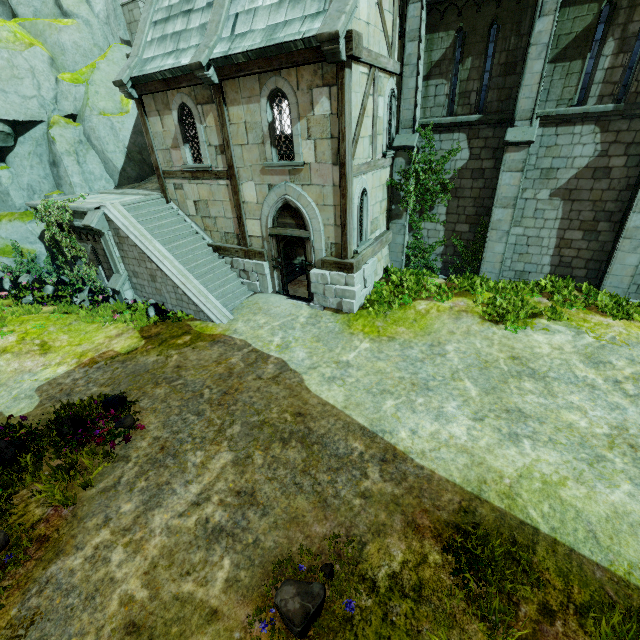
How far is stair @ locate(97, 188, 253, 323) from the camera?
11.5m

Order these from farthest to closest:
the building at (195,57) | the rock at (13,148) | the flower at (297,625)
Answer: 1. the rock at (13,148)
2. the building at (195,57)
3. the flower at (297,625)

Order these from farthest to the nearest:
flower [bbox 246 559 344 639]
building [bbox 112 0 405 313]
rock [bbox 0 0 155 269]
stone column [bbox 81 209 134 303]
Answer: rock [bbox 0 0 155 269] → stone column [bbox 81 209 134 303] → building [bbox 112 0 405 313] → flower [bbox 246 559 344 639]

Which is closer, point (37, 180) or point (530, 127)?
point (530, 127)

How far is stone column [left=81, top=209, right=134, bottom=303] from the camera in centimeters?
1143cm

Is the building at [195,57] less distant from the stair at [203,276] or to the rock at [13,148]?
the stair at [203,276]

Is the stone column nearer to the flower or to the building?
the building

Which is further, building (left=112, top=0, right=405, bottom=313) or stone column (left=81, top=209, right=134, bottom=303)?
stone column (left=81, top=209, right=134, bottom=303)
